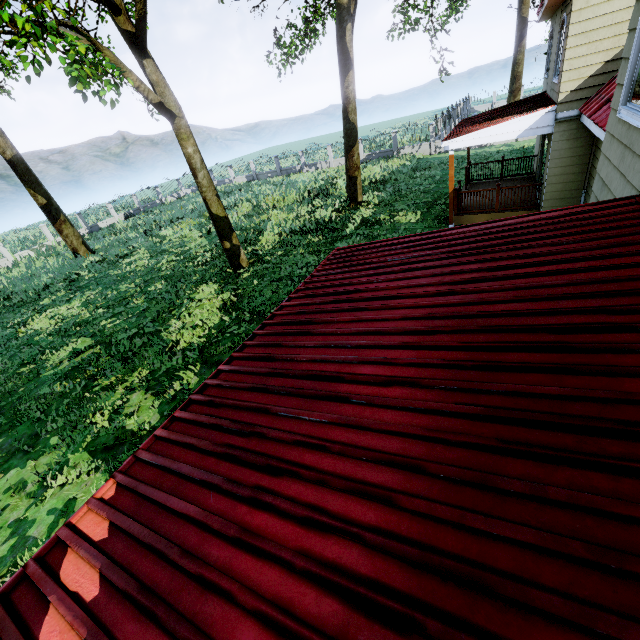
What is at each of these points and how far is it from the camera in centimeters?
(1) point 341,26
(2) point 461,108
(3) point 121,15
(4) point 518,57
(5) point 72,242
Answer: (1) tree, 1405cm
(2) fence, 4000cm
(3) tree, 998cm
(4) tree, 2778cm
(5) tree, 2173cm

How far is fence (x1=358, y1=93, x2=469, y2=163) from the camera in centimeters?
2709cm

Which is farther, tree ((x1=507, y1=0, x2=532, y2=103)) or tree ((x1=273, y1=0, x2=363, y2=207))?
tree ((x1=507, y1=0, x2=532, y2=103))

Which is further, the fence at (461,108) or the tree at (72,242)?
the fence at (461,108)

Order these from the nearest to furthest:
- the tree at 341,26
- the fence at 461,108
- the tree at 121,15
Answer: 1. the tree at 121,15
2. the tree at 341,26
3. the fence at 461,108

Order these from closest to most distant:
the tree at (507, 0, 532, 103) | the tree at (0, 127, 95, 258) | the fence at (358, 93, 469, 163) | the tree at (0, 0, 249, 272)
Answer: the tree at (0, 0, 249, 272), the tree at (0, 127, 95, 258), the tree at (507, 0, 532, 103), the fence at (358, 93, 469, 163)

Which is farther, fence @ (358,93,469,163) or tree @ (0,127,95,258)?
fence @ (358,93,469,163)
